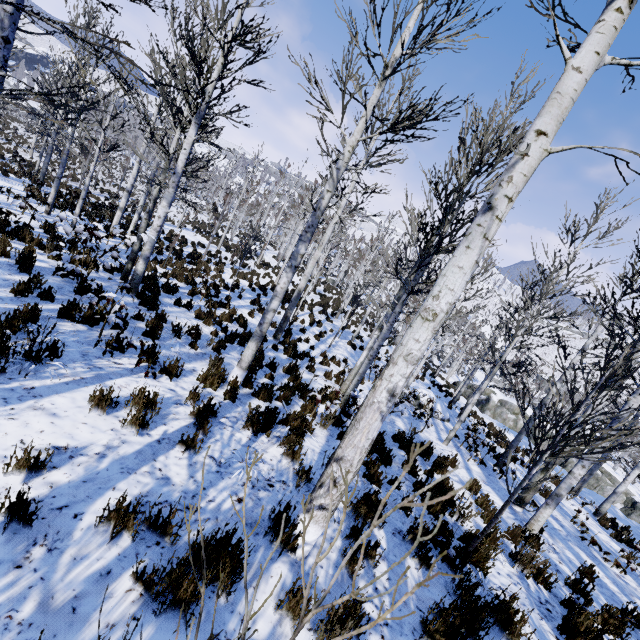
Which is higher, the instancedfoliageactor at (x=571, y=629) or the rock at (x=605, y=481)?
the instancedfoliageactor at (x=571, y=629)

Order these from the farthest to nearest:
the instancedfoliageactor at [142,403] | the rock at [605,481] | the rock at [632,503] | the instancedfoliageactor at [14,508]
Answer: the rock at [605,481], the rock at [632,503], the instancedfoliageactor at [142,403], the instancedfoliageactor at [14,508]

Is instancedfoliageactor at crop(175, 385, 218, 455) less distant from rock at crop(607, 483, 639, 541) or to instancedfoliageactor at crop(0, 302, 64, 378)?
rock at crop(607, 483, 639, 541)

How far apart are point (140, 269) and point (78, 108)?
6.7 meters

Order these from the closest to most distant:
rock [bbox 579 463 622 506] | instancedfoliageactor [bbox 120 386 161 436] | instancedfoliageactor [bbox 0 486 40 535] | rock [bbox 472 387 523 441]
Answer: instancedfoliageactor [bbox 0 486 40 535]
instancedfoliageactor [bbox 120 386 161 436]
rock [bbox 579 463 622 506]
rock [bbox 472 387 523 441]

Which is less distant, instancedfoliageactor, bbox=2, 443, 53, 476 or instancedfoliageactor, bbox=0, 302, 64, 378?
instancedfoliageactor, bbox=2, 443, 53, 476
